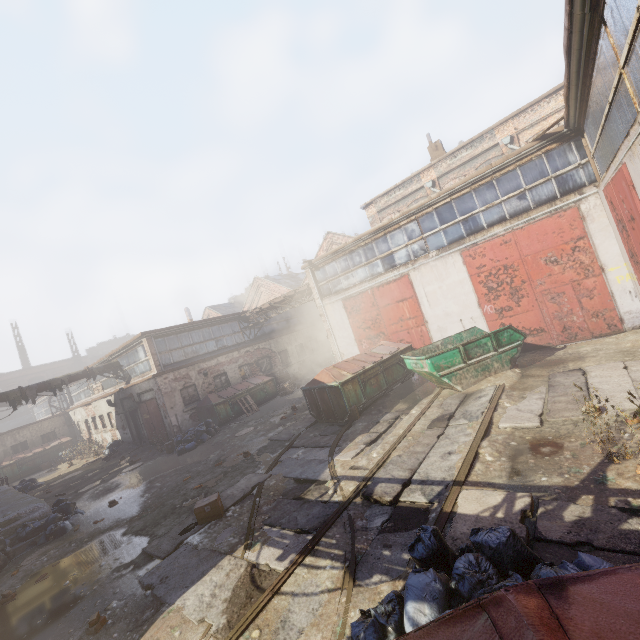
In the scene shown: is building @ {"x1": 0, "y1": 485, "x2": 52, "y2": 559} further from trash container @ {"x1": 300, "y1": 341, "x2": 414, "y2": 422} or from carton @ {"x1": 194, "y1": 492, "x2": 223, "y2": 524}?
trash container @ {"x1": 300, "y1": 341, "x2": 414, "y2": 422}

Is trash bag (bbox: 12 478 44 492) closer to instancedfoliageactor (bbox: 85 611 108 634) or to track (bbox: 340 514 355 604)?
instancedfoliageactor (bbox: 85 611 108 634)

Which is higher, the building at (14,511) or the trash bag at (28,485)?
the building at (14,511)

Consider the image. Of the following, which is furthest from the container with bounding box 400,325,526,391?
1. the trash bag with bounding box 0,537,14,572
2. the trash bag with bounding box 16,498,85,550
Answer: the trash bag with bounding box 0,537,14,572

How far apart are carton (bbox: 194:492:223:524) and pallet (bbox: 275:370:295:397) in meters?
12.8

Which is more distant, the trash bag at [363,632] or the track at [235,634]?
the track at [235,634]

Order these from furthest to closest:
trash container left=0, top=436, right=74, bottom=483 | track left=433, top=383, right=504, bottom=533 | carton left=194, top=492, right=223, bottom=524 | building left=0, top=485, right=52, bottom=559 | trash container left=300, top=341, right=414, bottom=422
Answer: trash container left=0, top=436, right=74, bottom=483
trash container left=300, top=341, right=414, bottom=422
building left=0, top=485, right=52, bottom=559
carton left=194, top=492, right=223, bottom=524
track left=433, top=383, right=504, bottom=533

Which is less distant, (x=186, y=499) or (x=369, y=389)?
(x=186, y=499)
